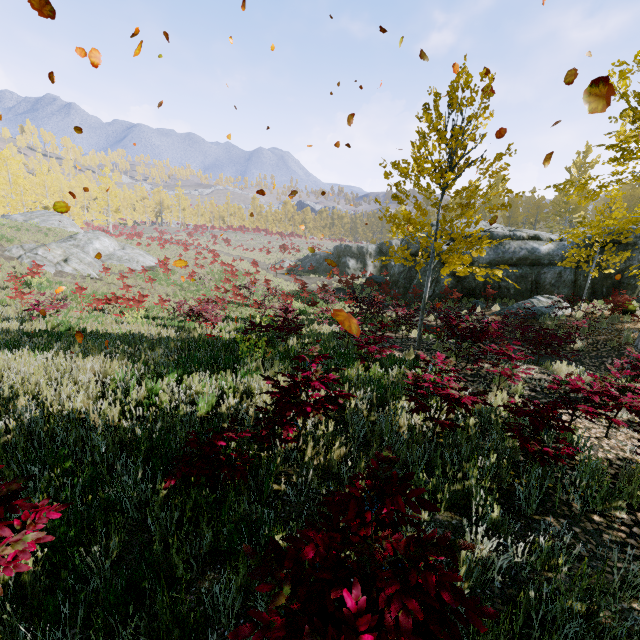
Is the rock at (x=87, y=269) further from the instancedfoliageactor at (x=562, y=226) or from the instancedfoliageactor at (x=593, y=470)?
the instancedfoliageactor at (x=593, y=470)

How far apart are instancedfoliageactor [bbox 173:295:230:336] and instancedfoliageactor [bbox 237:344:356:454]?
3.5m

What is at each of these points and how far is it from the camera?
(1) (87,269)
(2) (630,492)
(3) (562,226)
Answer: (1) rock, 22.48m
(2) instancedfoliageactor, 3.59m
(3) instancedfoliageactor, 33.94m

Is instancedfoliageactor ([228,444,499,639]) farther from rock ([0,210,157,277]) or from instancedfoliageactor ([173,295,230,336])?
rock ([0,210,157,277])

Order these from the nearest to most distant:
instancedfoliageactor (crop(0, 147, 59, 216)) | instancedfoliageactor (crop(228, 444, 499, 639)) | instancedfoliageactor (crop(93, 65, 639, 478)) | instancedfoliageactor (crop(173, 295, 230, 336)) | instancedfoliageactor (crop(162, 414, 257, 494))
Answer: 1. instancedfoliageactor (crop(228, 444, 499, 639))
2. instancedfoliageactor (crop(162, 414, 257, 494))
3. instancedfoliageactor (crop(93, 65, 639, 478))
4. instancedfoliageactor (crop(173, 295, 230, 336))
5. instancedfoliageactor (crop(0, 147, 59, 216))

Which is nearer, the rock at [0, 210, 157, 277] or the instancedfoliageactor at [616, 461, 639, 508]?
the instancedfoliageactor at [616, 461, 639, 508]

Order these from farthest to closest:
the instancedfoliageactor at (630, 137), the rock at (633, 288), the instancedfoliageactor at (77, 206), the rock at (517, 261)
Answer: the instancedfoliageactor at (77, 206), the rock at (517, 261), the rock at (633, 288), the instancedfoliageactor at (630, 137)
